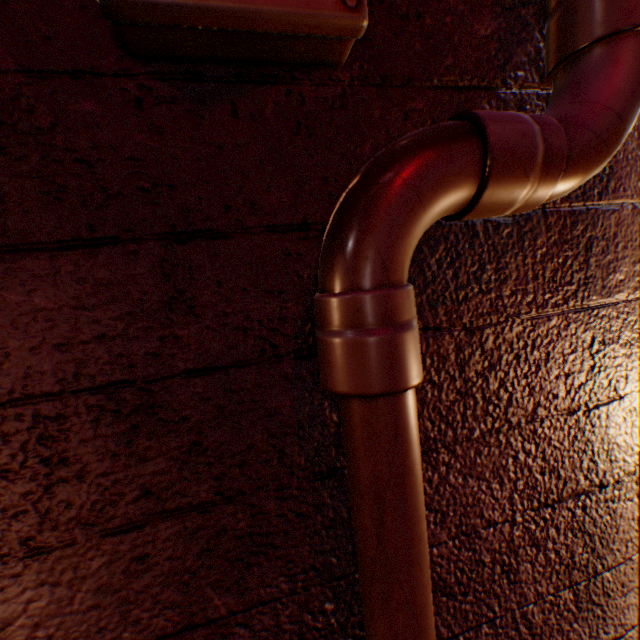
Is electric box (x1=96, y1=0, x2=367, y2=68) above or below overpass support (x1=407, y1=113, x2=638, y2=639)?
above

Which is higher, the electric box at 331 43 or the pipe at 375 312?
the electric box at 331 43

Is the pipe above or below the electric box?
below

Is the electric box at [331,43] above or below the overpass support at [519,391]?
above

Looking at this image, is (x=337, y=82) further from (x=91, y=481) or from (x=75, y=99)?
(x=91, y=481)
